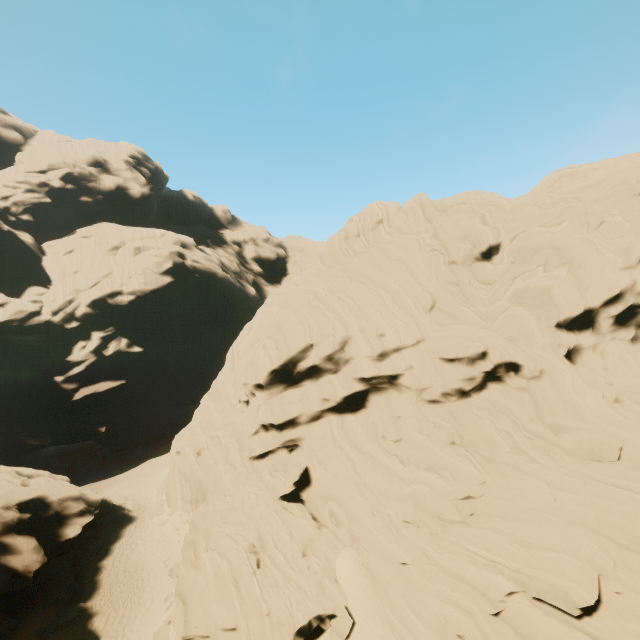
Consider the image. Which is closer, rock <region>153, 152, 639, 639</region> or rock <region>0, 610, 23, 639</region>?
rock <region>153, 152, 639, 639</region>

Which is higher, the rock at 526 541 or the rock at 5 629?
the rock at 526 541

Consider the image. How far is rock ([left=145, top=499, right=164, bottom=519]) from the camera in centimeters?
3281cm

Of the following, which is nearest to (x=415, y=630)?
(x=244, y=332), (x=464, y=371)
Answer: (x=464, y=371)

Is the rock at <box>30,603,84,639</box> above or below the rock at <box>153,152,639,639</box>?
below

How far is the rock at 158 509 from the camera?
32.81m

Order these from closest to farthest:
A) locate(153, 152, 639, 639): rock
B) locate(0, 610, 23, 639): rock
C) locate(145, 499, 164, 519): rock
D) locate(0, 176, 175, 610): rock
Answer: locate(153, 152, 639, 639): rock < locate(0, 610, 23, 639): rock < locate(0, 176, 175, 610): rock < locate(145, 499, 164, 519): rock
